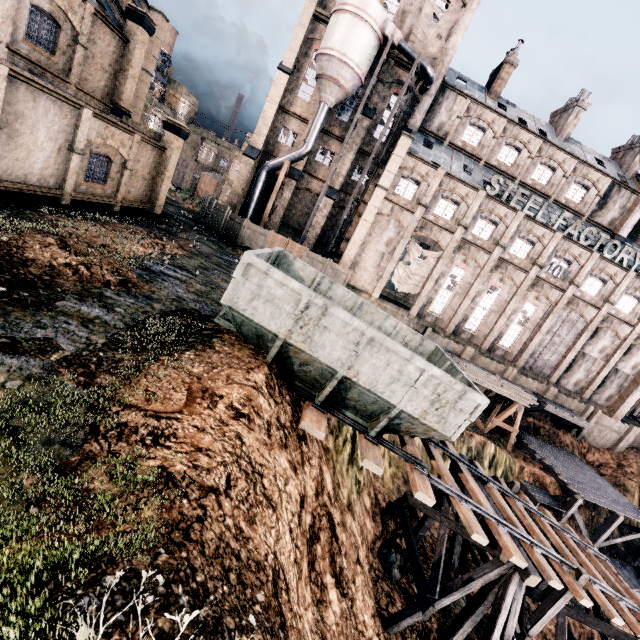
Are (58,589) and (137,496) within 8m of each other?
yes

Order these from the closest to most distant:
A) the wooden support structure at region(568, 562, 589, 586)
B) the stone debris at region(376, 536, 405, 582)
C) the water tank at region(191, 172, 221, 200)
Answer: the wooden support structure at region(568, 562, 589, 586) → the stone debris at region(376, 536, 405, 582) → the water tank at region(191, 172, 221, 200)

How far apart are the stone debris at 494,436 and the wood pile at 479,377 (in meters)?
3.46

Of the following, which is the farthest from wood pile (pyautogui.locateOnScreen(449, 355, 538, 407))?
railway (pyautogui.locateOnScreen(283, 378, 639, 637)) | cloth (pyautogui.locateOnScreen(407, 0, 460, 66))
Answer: cloth (pyautogui.locateOnScreen(407, 0, 460, 66))

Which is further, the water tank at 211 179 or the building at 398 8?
the water tank at 211 179

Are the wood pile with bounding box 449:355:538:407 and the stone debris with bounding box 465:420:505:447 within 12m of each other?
yes

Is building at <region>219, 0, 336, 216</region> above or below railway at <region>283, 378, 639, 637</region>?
above

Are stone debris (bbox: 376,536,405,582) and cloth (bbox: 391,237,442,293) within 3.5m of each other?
no
